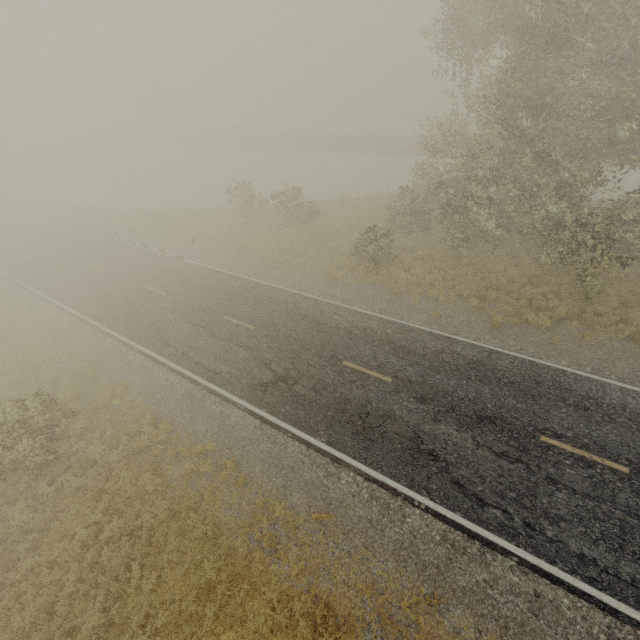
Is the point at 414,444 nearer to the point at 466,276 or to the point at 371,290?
the point at 371,290
